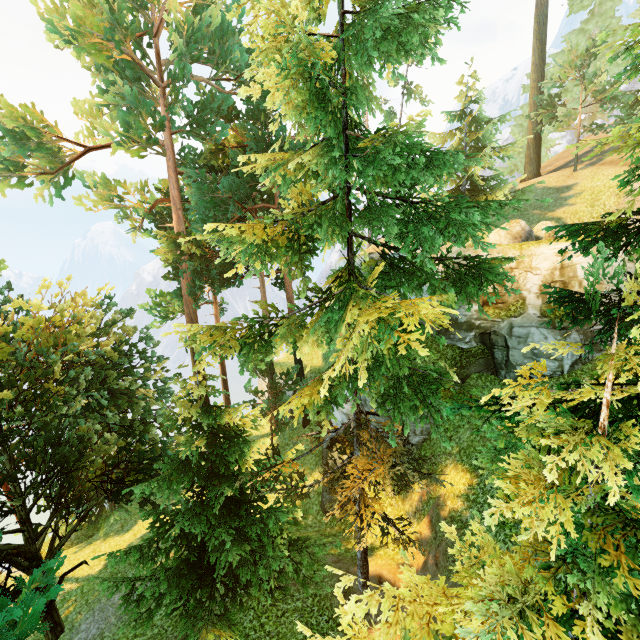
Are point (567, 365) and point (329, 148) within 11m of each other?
no

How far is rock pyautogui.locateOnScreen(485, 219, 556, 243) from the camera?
16.2 meters

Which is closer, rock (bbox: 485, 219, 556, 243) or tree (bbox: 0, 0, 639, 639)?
tree (bbox: 0, 0, 639, 639)

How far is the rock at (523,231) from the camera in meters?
16.2 m

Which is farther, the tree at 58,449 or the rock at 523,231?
the rock at 523,231
